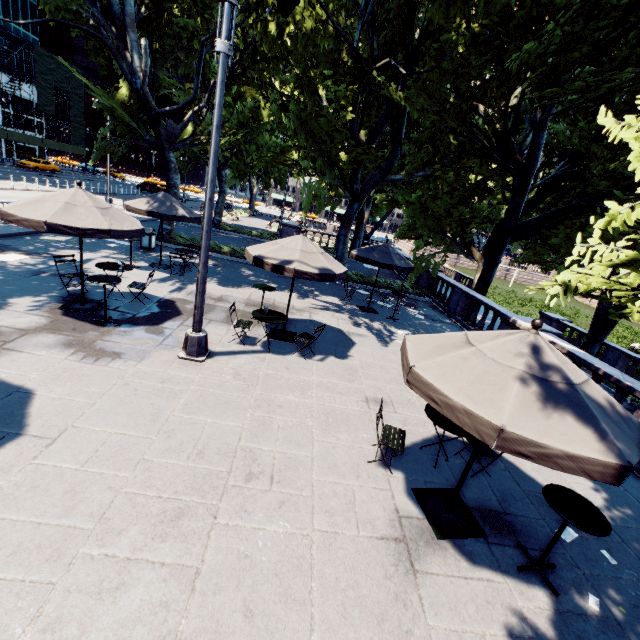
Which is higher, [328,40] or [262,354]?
[328,40]

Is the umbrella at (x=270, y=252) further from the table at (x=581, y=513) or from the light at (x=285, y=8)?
the table at (x=581, y=513)

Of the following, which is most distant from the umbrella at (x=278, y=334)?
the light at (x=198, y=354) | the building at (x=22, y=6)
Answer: the building at (x=22, y=6)

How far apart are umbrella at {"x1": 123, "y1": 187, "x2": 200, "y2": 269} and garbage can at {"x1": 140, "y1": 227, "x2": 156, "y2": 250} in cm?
190

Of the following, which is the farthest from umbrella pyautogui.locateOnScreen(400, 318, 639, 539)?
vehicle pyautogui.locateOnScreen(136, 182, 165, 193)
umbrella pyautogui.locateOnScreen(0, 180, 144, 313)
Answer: vehicle pyautogui.locateOnScreen(136, 182, 165, 193)

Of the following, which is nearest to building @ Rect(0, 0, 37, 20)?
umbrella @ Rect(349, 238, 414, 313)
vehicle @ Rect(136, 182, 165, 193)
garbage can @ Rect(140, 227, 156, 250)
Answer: vehicle @ Rect(136, 182, 165, 193)

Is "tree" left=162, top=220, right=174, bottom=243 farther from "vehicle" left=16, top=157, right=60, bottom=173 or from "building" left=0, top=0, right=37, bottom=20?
"building" left=0, top=0, right=37, bottom=20

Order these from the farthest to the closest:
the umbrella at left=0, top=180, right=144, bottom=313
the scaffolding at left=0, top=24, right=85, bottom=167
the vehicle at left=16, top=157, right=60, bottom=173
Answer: the scaffolding at left=0, top=24, right=85, bottom=167 → the vehicle at left=16, top=157, right=60, bottom=173 → the umbrella at left=0, top=180, right=144, bottom=313
